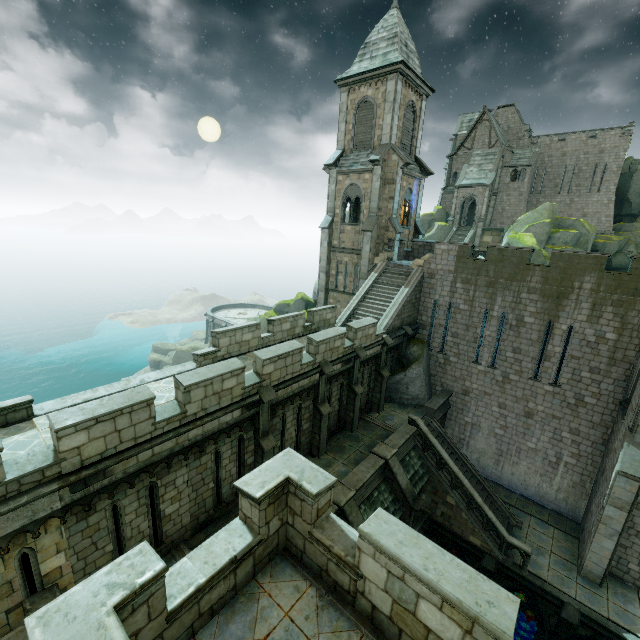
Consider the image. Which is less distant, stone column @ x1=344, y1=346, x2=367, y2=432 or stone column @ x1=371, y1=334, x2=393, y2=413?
stone column @ x1=344, y1=346, x2=367, y2=432

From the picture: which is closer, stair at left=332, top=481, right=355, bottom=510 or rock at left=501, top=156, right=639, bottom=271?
stair at left=332, top=481, right=355, bottom=510

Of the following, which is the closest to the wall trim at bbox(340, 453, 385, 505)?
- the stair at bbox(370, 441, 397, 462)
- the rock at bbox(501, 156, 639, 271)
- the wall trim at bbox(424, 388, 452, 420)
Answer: the stair at bbox(370, 441, 397, 462)

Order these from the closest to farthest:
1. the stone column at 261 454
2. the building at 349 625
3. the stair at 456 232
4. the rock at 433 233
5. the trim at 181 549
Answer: the building at 349 625 < the trim at 181 549 < the stone column at 261 454 < the stair at 456 232 < the rock at 433 233

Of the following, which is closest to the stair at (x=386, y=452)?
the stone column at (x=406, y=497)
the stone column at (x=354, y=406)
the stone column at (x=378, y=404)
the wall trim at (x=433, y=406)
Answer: the stone column at (x=406, y=497)

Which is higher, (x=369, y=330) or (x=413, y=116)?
(x=413, y=116)

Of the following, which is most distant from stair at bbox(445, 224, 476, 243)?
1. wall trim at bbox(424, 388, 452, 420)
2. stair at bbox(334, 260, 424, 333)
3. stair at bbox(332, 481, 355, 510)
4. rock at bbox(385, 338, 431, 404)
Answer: stair at bbox(332, 481, 355, 510)

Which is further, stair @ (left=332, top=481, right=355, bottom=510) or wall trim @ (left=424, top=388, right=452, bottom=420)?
wall trim @ (left=424, top=388, right=452, bottom=420)
